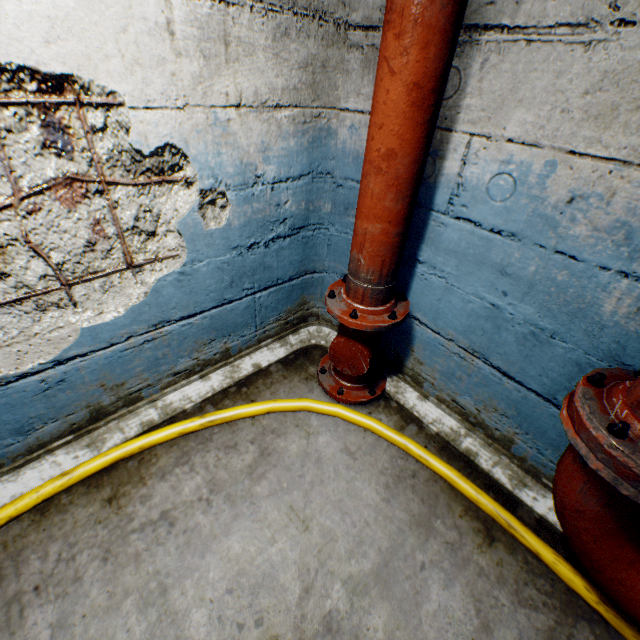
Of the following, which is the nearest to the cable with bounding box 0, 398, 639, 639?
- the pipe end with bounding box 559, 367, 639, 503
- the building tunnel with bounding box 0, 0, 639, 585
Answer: the building tunnel with bounding box 0, 0, 639, 585

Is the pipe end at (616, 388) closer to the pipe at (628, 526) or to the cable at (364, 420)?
the pipe at (628, 526)

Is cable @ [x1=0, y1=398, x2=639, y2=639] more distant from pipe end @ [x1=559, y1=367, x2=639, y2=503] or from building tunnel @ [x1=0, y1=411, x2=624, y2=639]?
pipe end @ [x1=559, y1=367, x2=639, y2=503]

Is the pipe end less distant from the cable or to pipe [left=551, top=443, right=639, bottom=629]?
pipe [left=551, top=443, right=639, bottom=629]

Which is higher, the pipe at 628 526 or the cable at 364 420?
the pipe at 628 526

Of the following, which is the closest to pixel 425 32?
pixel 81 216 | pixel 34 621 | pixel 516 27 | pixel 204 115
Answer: pixel 516 27
